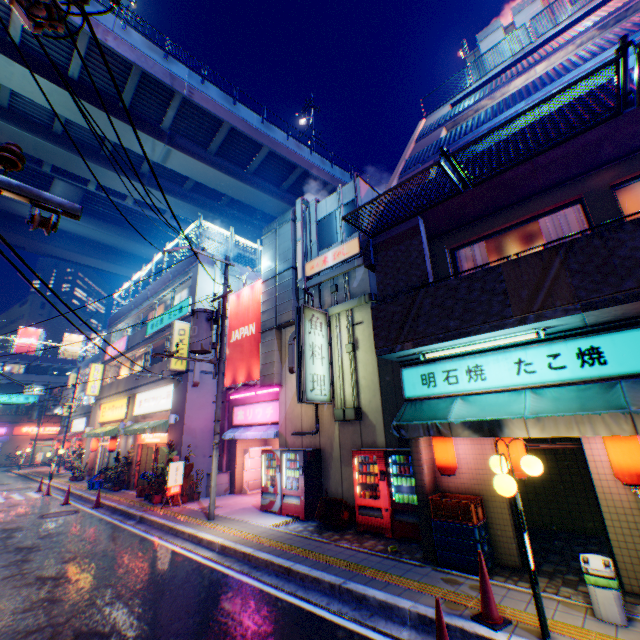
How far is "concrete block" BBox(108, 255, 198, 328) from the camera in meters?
18.8 m

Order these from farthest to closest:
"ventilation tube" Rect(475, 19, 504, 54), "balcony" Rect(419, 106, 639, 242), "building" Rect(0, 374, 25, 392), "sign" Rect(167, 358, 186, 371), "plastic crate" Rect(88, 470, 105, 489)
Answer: "building" Rect(0, 374, 25, 392) < "plastic crate" Rect(88, 470, 105, 489) < "sign" Rect(167, 358, 186, 371) < "ventilation tube" Rect(475, 19, 504, 54) < "balcony" Rect(419, 106, 639, 242)

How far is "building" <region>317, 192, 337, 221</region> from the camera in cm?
1382

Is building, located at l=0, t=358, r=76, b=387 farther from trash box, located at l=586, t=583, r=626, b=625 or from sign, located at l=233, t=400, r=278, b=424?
trash box, located at l=586, t=583, r=626, b=625

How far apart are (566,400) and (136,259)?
49.2m

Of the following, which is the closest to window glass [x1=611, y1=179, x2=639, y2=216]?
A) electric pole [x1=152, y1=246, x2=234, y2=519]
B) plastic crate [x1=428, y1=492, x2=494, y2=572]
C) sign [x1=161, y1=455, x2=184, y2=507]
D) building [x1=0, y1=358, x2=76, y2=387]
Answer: plastic crate [x1=428, y1=492, x2=494, y2=572]

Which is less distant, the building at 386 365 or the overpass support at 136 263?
the building at 386 365

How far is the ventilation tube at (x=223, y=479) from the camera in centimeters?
1493cm
